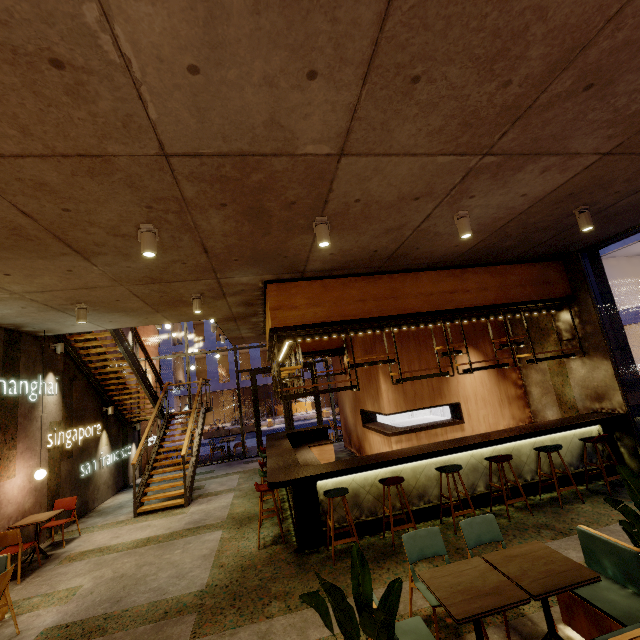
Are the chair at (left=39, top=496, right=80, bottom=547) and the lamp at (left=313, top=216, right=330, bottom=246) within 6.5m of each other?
no

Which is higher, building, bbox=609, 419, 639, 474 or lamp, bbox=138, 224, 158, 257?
lamp, bbox=138, 224, 158, 257

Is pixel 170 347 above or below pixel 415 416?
above

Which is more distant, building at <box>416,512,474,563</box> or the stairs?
the stairs

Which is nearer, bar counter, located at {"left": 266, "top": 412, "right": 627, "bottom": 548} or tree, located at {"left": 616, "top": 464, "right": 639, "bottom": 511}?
tree, located at {"left": 616, "top": 464, "right": 639, "bottom": 511}

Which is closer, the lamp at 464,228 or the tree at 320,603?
the tree at 320,603

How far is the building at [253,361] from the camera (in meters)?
30.69

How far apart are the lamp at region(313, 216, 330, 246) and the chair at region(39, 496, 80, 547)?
8.1m
